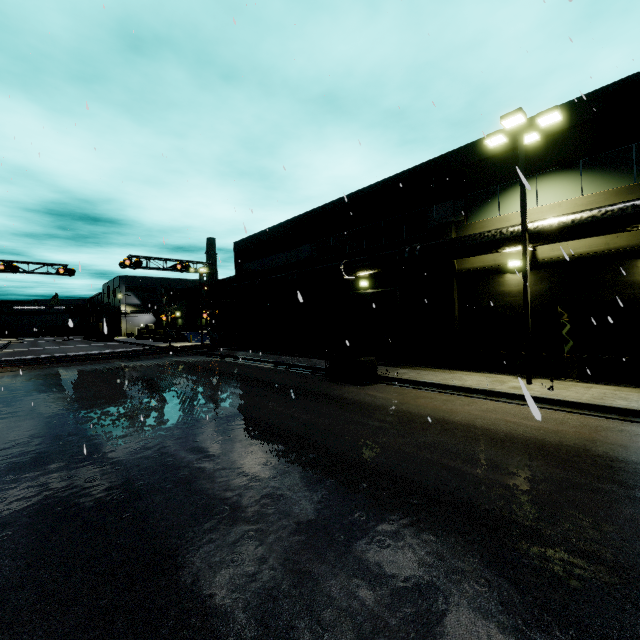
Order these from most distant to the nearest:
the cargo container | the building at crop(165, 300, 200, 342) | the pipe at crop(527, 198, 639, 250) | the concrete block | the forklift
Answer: the concrete block → the building at crop(165, 300, 200, 342) → the cargo container → the forklift → the pipe at crop(527, 198, 639, 250)

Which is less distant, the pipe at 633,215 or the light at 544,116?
the pipe at 633,215

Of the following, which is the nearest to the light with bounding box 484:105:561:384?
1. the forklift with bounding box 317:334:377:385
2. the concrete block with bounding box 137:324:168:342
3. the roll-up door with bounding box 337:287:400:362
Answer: the roll-up door with bounding box 337:287:400:362

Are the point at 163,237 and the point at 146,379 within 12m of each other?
no

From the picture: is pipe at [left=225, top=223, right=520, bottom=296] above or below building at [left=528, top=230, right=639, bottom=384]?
above

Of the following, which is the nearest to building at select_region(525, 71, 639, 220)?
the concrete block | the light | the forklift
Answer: the concrete block

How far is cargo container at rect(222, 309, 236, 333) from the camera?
34.56m

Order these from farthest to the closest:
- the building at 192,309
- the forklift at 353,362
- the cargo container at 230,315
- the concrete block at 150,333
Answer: the concrete block at 150,333 < the building at 192,309 < the cargo container at 230,315 < the forklift at 353,362
